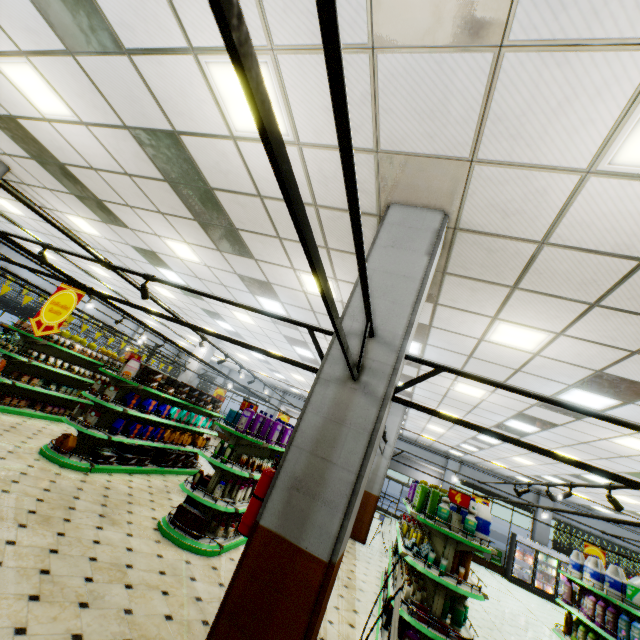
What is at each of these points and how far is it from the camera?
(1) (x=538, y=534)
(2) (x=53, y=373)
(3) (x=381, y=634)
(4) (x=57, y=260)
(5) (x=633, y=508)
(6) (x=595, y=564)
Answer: (1) building, 17.81m
(2) shelf, 9.37m
(3) shelf, 4.69m
(4) building, 14.50m
(5) building, 13.15m
(6) bleach, 6.81m

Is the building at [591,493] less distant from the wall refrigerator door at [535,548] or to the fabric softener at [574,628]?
the wall refrigerator door at [535,548]

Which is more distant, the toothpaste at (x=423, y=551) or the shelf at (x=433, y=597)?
the toothpaste at (x=423, y=551)

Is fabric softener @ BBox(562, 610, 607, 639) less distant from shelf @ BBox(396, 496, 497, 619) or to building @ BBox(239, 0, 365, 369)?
building @ BBox(239, 0, 365, 369)

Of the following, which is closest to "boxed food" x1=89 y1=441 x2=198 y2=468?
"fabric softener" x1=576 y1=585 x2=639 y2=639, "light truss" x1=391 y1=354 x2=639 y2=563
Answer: "light truss" x1=391 y1=354 x2=639 y2=563

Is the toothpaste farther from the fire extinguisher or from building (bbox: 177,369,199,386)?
the fire extinguisher

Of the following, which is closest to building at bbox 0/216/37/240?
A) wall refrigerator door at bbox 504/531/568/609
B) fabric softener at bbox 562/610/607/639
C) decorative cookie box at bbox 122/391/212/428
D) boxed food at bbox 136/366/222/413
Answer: wall refrigerator door at bbox 504/531/568/609

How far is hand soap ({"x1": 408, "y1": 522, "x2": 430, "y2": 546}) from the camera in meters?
5.9
